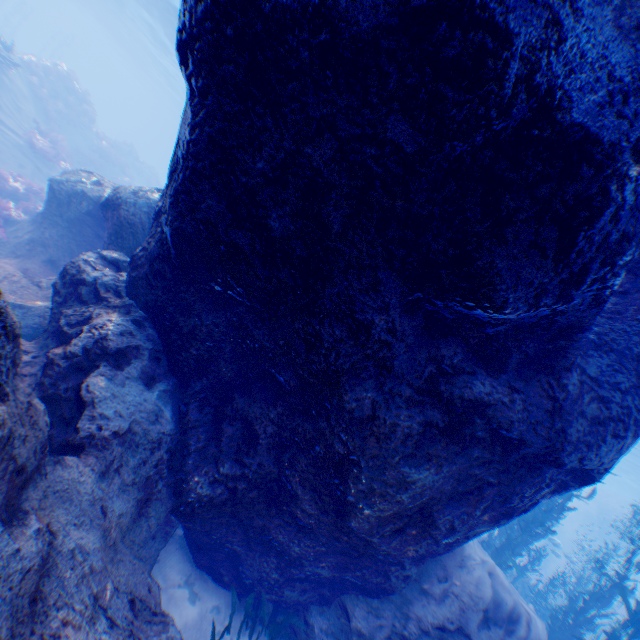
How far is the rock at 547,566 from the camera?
23.6m

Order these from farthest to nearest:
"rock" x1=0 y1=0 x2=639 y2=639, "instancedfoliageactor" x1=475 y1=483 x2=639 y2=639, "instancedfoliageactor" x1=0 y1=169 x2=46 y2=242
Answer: "instancedfoliageactor" x1=0 y1=169 x2=46 y2=242 → "instancedfoliageactor" x1=475 y1=483 x2=639 y2=639 → "rock" x1=0 y1=0 x2=639 y2=639

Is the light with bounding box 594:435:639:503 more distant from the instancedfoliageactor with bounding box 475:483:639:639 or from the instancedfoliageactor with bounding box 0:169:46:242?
the instancedfoliageactor with bounding box 0:169:46:242

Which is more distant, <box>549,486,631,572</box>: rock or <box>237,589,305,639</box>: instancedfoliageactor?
<box>549,486,631,572</box>: rock

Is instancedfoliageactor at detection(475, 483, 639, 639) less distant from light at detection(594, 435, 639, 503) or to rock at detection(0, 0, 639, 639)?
rock at detection(0, 0, 639, 639)

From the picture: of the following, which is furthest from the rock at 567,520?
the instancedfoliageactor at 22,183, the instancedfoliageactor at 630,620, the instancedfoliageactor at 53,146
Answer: the instancedfoliageactor at 53,146

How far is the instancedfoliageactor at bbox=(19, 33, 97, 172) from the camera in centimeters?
1550cm

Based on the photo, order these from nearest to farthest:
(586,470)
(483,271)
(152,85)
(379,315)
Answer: (483,271) → (379,315) → (586,470) → (152,85)
